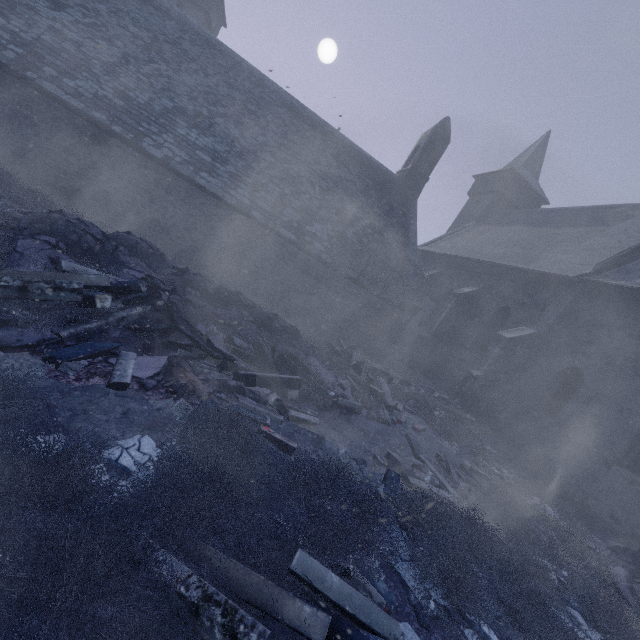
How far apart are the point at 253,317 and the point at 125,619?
6.9 meters

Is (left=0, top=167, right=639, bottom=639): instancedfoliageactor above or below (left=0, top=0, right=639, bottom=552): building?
below

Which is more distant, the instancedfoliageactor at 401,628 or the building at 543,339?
the building at 543,339

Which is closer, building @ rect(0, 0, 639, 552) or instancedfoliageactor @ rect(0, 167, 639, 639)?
instancedfoliageactor @ rect(0, 167, 639, 639)

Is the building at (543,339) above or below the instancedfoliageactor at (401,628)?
above
